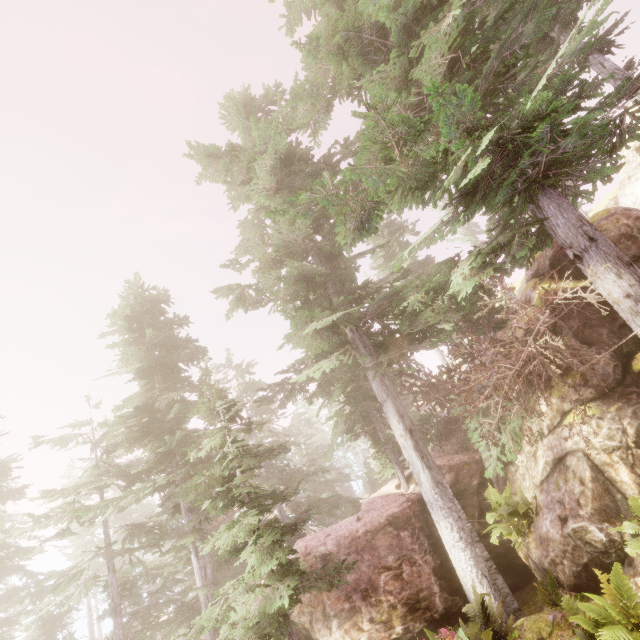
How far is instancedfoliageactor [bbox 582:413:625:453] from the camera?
7.4m

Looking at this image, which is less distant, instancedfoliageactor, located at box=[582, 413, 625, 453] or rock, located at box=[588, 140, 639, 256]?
instancedfoliageactor, located at box=[582, 413, 625, 453]

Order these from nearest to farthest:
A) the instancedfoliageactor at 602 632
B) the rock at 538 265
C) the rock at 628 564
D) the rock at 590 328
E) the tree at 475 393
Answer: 1. the instancedfoliageactor at 602 632
2. the rock at 628 564
3. the tree at 475 393
4. the rock at 590 328
5. the rock at 538 265

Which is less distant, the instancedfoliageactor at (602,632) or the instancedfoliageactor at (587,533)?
the instancedfoliageactor at (602,632)

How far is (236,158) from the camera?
14.0m

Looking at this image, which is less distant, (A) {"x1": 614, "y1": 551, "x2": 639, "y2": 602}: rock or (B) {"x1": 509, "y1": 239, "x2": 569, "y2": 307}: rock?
(A) {"x1": 614, "y1": 551, "x2": 639, "y2": 602}: rock

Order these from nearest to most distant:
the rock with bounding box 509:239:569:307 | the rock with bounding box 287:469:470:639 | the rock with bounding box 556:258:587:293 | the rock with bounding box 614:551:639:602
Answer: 1. the rock with bounding box 614:551:639:602
2. the rock with bounding box 287:469:470:639
3. the rock with bounding box 556:258:587:293
4. the rock with bounding box 509:239:569:307

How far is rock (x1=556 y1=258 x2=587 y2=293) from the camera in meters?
11.1
